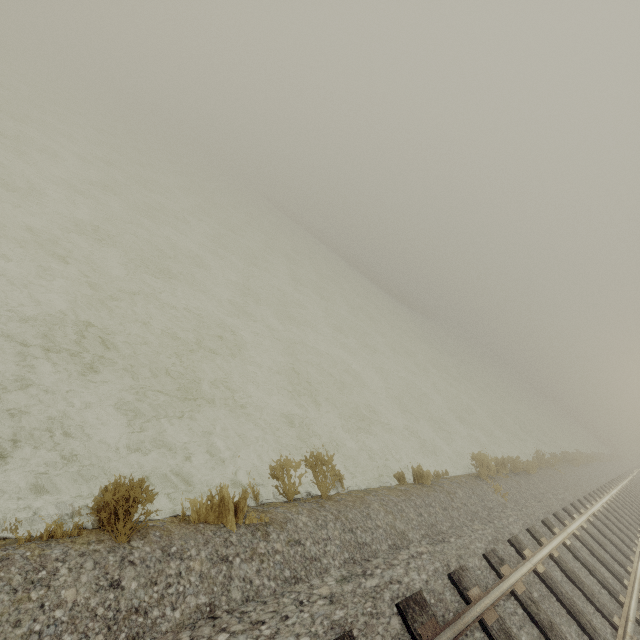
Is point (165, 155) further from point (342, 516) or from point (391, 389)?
point (342, 516)
